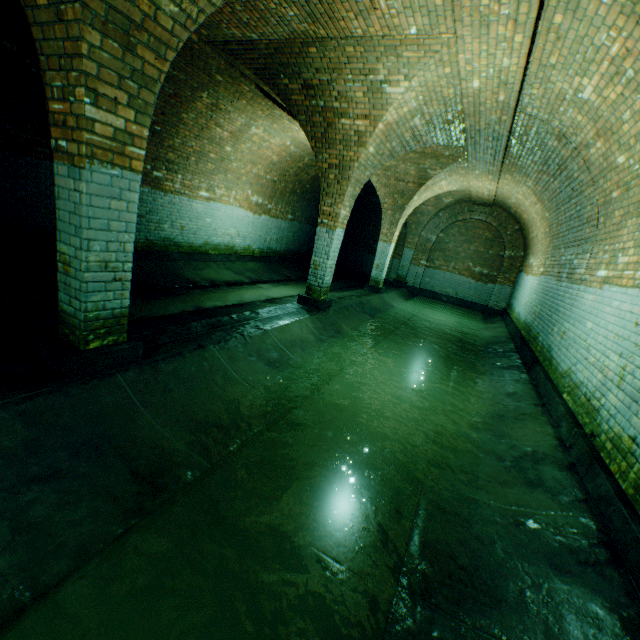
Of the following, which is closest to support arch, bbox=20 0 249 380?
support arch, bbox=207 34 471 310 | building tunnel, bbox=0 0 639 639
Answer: building tunnel, bbox=0 0 639 639

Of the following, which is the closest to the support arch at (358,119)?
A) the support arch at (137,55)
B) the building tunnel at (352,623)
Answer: the building tunnel at (352,623)

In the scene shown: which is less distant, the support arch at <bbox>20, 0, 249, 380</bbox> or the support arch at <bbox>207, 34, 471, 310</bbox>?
the support arch at <bbox>20, 0, 249, 380</bbox>

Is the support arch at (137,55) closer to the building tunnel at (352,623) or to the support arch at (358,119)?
the building tunnel at (352,623)

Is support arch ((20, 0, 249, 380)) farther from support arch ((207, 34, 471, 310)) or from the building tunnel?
support arch ((207, 34, 471, 310))

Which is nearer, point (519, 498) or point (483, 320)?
point (519, 498)

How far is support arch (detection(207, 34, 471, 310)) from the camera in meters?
4.7 m
